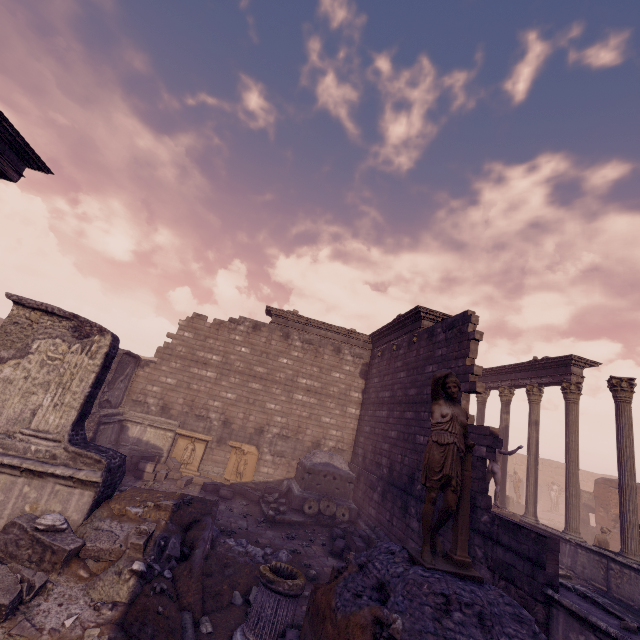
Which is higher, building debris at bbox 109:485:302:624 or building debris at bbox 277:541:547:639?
building debris at bbox 277:541:547:639

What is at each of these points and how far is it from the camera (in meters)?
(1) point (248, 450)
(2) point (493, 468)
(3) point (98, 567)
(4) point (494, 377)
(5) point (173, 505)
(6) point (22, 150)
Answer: (1) relief sculpture, 13.77
(2) sculpture, 11.41
(3) building debris, 4.50
(4) entablature, 16.88
(5) debris pile, 5.99
(6) entablature, 8.15

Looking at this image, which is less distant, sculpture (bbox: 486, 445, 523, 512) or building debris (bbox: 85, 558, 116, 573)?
building debris (bbox: 85, 558, 116, 573)

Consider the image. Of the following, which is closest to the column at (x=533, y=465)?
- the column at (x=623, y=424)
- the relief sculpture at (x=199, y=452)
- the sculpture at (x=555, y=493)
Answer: the column at (x=623, y=424)

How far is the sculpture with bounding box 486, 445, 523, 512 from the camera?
10.8 meters

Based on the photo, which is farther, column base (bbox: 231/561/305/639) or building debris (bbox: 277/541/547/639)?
column base (bbox: 231/561/305/639)

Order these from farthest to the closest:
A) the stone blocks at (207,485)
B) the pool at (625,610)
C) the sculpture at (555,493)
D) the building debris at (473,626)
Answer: the sculpture at (555,493), the stone blocks at (207,485), the pool at (625,610), the building debris at (473,626)

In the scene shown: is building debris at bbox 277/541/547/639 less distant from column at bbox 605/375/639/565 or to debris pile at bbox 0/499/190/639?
debris pile at bbox 0/499/190/639
